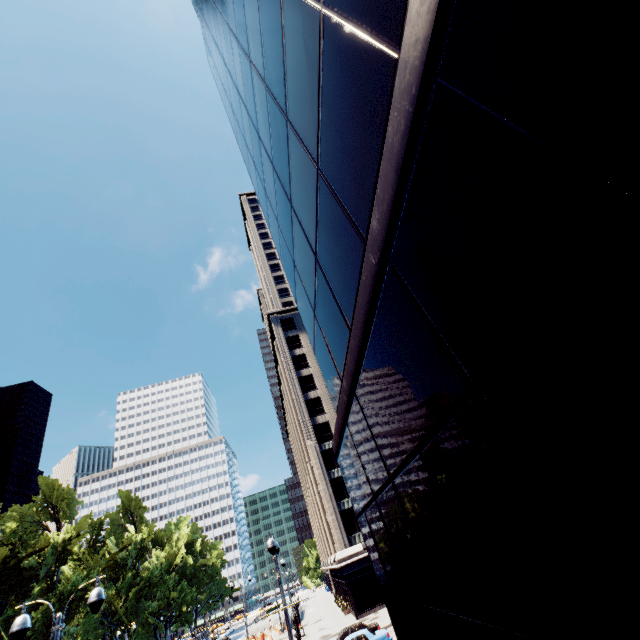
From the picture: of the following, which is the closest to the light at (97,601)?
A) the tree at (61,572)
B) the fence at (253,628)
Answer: the tree at (61,572)

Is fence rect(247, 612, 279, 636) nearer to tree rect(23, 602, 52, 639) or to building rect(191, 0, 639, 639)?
tree rect(23, 602, 52, 639)

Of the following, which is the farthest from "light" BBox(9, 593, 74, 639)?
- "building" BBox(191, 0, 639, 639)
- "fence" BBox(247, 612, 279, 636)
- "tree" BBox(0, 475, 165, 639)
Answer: "fence" BBox(247, 612, 279, 636)

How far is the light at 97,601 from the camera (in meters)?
8.88

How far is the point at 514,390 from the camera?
2.2 meters

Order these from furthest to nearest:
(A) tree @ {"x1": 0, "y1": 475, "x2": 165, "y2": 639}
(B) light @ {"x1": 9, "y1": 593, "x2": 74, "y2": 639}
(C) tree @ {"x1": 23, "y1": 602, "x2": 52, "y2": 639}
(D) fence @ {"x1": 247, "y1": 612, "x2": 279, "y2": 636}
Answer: (D) fence @ {"x1": 247, "y1": 612, "x2": 279, "y2": 636}
(A) tree @ {"x1": 0, "y1": 475, "x2": 165, "y2": 639}
(C) tree @ {"x1": 23, "y1": 602, "x2": 52, "y2": 639}
(B) light @ {"x1": 9, "y1": 593, "x2": 74, "y2": 639}

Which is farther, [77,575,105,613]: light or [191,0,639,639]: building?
[77,575,105,613]: light

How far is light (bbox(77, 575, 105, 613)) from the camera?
8.9 meters
